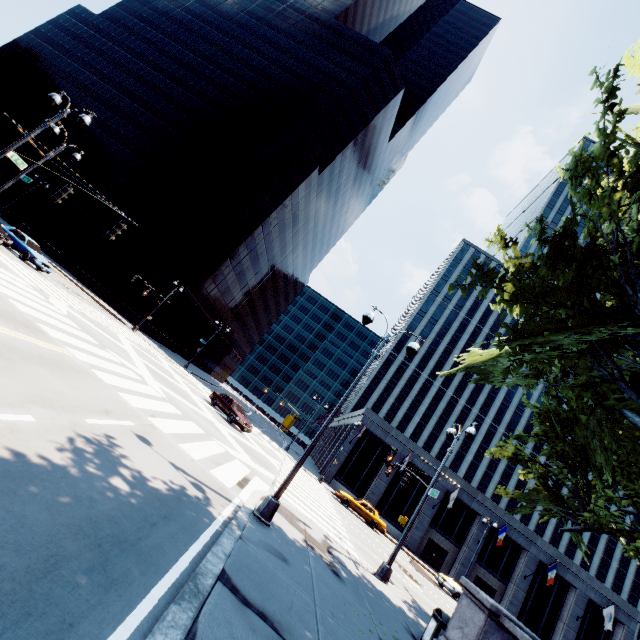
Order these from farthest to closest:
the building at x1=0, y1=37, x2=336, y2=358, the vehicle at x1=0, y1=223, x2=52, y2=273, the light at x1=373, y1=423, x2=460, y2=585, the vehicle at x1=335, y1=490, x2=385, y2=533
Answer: the building at x1=0, y1=37, x2=336, y2=358 → the vehicle at x1=335, y1=490, x2=385, y2=533 → the vehicle at x1=0, y1=223, x2=52, y2=273 → the light at x1=373, y1=423, x2=460, y2=585

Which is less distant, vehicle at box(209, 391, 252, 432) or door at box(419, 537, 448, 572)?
vehicle at box(209, 391, 252, 432)

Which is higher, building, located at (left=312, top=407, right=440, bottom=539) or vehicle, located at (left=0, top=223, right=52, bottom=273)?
building, located at (left=312, top=407, right=440, bottom=539)

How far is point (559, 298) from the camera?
8.35m

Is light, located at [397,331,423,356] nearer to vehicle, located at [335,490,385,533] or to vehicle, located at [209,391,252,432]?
vehicle, located at [209,391,252,432]

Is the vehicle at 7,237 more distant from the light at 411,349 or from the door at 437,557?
the door at 437,557

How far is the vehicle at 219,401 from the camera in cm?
2364

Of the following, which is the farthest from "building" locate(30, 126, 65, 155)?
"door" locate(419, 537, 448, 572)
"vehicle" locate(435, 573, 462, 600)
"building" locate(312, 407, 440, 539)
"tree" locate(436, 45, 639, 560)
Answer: "door" locate(419, 537, 448, 572)
